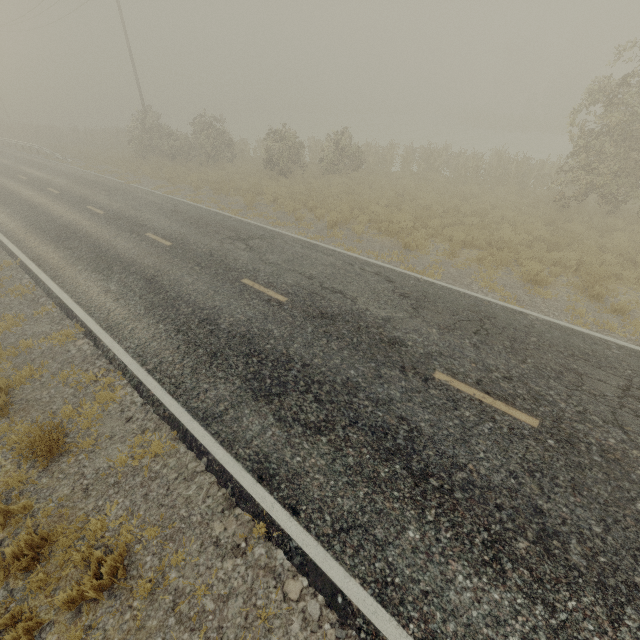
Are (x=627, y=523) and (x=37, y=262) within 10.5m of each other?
no
